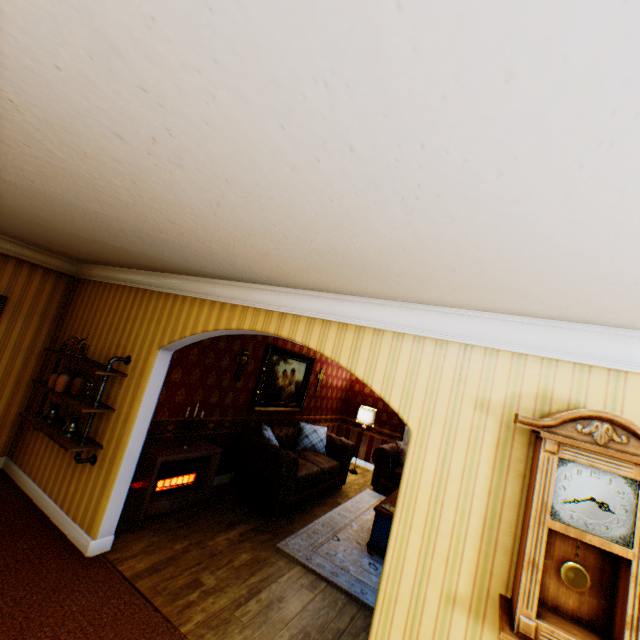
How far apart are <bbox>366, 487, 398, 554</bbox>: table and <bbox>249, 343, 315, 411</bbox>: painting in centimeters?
281cm

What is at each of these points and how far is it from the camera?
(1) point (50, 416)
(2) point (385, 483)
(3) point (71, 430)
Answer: (1) pitcher, 4.1 meters
(2) counch, 7.8 meters
(3) pitcher, 3.8 meters

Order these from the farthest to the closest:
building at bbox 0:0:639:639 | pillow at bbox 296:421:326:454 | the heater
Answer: pillow at bbox 296:421:326:454
the heater
building at bbox 0:0:639:639

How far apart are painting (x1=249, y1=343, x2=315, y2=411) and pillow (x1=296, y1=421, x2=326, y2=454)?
0.3 meters

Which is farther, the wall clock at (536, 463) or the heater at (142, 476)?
the heater at (142, 476)

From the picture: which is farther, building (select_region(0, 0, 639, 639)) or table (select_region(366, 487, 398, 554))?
table (select_region(366, 487, 398, 554))

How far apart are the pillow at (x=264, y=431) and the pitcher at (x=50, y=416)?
3.0m

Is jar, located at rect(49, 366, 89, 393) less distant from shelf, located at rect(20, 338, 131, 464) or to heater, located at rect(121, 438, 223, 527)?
shelf, located at rect(20, 338, 131, 464)
